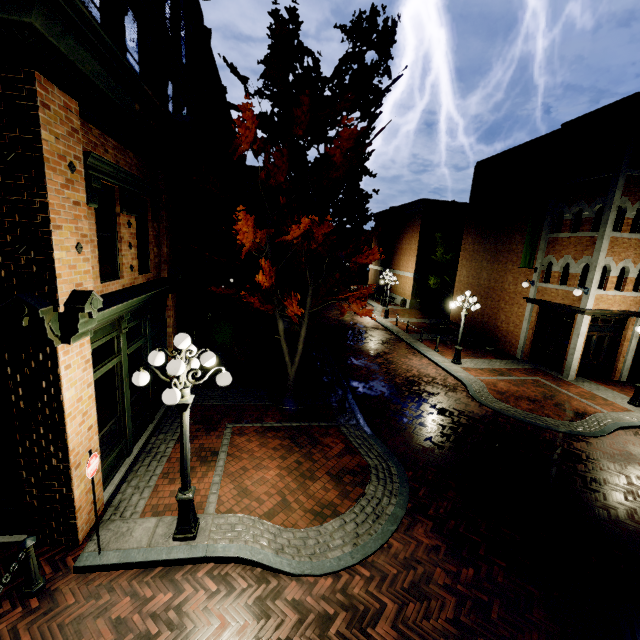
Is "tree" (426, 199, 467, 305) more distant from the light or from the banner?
the banner

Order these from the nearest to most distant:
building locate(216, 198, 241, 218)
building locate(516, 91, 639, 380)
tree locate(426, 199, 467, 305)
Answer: building locate(516, 91, 639, 380) < building locate(216, 198, 241, 218) < tree locate(426, 199, 467, 305)

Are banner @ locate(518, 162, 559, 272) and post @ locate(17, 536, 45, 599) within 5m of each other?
no

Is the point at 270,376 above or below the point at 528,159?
below

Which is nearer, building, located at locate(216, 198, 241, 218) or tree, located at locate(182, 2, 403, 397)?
tree, located at locate(182, 2, 403, 397)

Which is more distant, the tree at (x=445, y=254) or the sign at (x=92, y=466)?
the tree at (x=445, y=254)

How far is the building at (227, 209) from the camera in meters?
22.5 m

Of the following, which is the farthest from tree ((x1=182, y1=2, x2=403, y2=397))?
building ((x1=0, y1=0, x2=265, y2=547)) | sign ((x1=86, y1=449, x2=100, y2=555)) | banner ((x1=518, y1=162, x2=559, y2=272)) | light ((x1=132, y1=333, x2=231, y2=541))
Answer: banner ((x1=518, y1=162, x2=559, y2=272))
